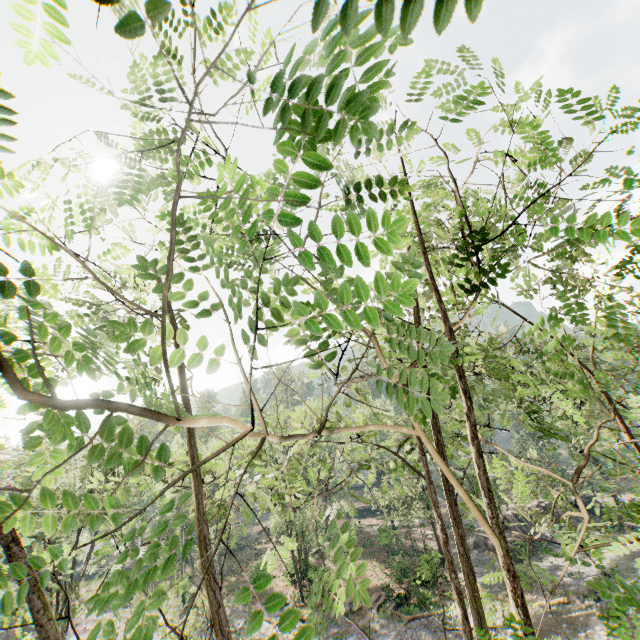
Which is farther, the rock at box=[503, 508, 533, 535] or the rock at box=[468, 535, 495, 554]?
the rock at box=[503, 508, 533, 535]

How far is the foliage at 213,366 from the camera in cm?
170

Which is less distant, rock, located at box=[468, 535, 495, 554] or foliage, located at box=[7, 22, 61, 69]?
foliage, located at box=[7, 22, 61, 69]

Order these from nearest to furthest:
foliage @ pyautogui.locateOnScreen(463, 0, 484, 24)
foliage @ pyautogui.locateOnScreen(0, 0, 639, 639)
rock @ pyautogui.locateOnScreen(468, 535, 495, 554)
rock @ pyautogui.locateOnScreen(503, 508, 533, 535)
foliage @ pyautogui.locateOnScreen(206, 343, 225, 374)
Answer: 1. foliage @ pyautogui.locateOnScreen(463, 0, 484, 24)
2. foliage @ pyautogui.locateOnScreen(0, 0, 639, 639)
3. foliage @ pyautogui.locateOnScreen(206, 343, 225, 374)
4. rock @ pyautogui.locateOnScreen(468, 535, 495, 554)
5. rock @ pyautogui.locateOnScreen(503, 508, 533, 535)

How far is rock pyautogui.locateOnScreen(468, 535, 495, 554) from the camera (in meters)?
33.22

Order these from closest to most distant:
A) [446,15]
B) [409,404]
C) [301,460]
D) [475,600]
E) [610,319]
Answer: [446,15]
[409,404]
[475,600]
[610,319]
[301,460]
